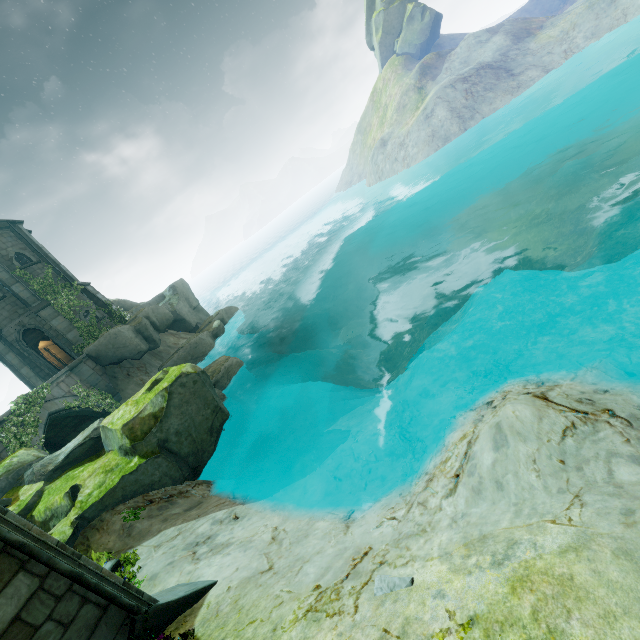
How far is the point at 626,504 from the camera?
3.1m

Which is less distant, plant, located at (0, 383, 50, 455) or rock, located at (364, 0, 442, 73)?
plant, located at (0, 383, 50, 455)

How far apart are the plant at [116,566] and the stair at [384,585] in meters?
5.7 m

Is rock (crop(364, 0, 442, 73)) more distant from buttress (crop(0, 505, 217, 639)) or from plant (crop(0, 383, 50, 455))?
buttress (crop(0, 505, 217, 639))

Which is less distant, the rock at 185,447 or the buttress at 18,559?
the buttress at 18,559

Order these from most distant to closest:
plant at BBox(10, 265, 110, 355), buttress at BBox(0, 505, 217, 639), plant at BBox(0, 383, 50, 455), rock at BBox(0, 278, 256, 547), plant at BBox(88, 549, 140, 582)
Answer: plant at BBox(10, 265, 110, 355), plant at BBox(0, 383, 50, 455), rock at BBox(0, 278, 256, 547), plant at BBox(88, 549, 140, 582), buttress at BBox(0, 505, 217, 639)

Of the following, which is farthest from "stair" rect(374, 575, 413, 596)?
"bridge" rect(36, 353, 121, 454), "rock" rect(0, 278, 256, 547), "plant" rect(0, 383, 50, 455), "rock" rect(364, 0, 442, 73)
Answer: "rock" rect(364, 0, 442, 73)

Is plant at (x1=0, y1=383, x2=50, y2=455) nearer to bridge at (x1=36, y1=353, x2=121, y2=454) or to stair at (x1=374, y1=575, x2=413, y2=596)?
bridge at (x1=36, y1=353, x2=121, y2=454)
